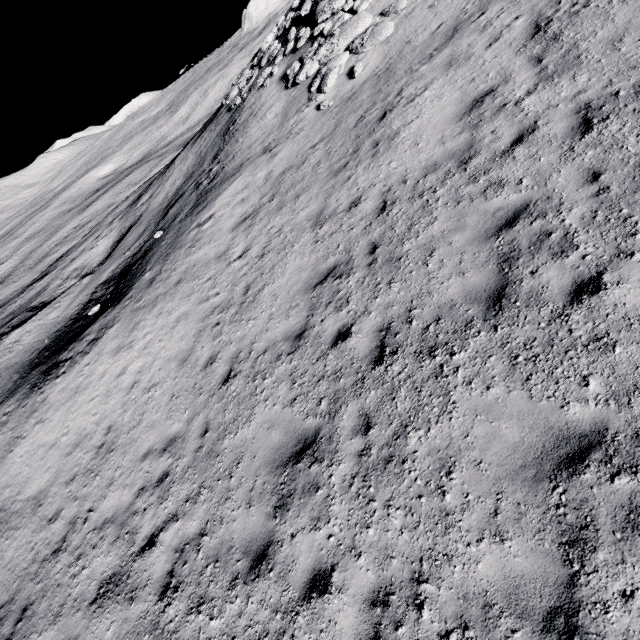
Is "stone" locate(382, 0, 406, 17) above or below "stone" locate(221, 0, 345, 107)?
below

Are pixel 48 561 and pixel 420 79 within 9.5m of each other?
no

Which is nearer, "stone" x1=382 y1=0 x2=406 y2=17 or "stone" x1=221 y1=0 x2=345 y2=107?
"stone" x1=382 y1=0 x2=406 y2=17

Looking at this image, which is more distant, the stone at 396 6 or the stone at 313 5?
the stone at 313 5
